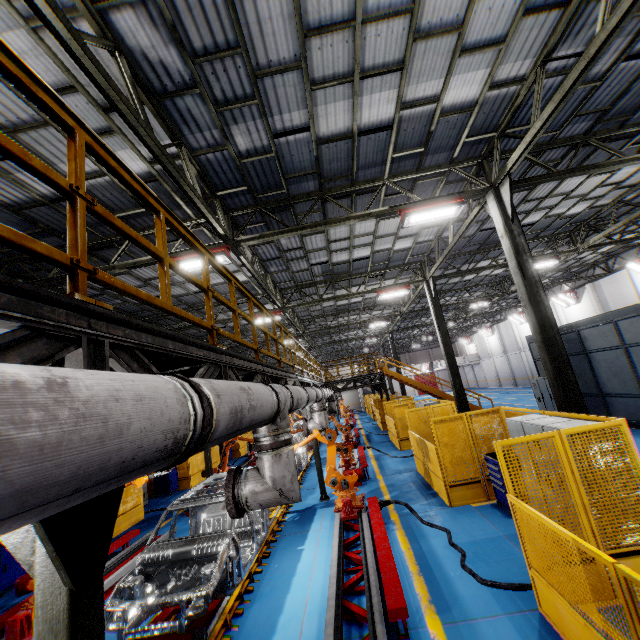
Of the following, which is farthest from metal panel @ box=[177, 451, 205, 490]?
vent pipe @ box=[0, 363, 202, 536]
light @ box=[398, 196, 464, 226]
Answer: light @ box=[398, 196, 464, 226]

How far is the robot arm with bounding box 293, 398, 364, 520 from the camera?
8.41m

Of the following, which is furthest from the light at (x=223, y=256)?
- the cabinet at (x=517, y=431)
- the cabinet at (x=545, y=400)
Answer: the cabinet at (x=545, y=400)

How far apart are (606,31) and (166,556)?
11.36m

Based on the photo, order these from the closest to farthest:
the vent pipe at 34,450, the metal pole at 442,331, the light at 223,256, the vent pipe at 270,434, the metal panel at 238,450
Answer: the vent pipe at 34,450 → the vent pipe at 270,434 → the light at 223,256 → the metal pole at 442,331 → the metal panel at 238,450

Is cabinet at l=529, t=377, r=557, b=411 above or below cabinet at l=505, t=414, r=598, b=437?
below

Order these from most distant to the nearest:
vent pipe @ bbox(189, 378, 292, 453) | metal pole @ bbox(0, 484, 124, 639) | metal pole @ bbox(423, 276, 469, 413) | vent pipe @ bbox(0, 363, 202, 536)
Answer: metal pole @ bbox(423, 276, 469, 413), vent pipe @ bbox(189, 378, 292, 453), metal pole @ bbox(0, 484, 124, 639), vent pipe @ bbox(0, 363, 202, 536)

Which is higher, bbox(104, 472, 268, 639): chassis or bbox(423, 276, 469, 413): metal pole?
bbox(423, 276, 469, 413): metal pole
